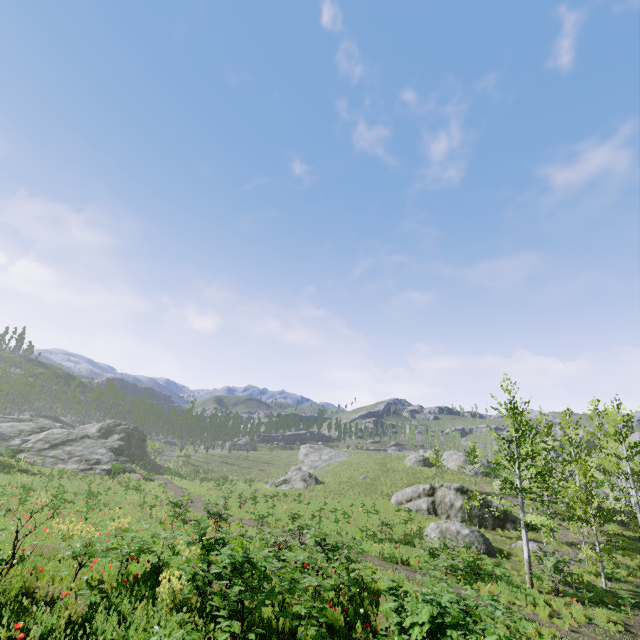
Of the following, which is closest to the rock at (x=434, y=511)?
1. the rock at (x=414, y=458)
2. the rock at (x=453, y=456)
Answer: the rock at (x=453, y=456)

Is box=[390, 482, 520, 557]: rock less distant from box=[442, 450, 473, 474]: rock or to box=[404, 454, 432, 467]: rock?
box=[442, 450, 473, 474]: rock

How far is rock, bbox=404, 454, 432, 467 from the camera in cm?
4619

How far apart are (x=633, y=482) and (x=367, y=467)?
31.8 meters

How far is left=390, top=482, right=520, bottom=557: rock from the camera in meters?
21.3
